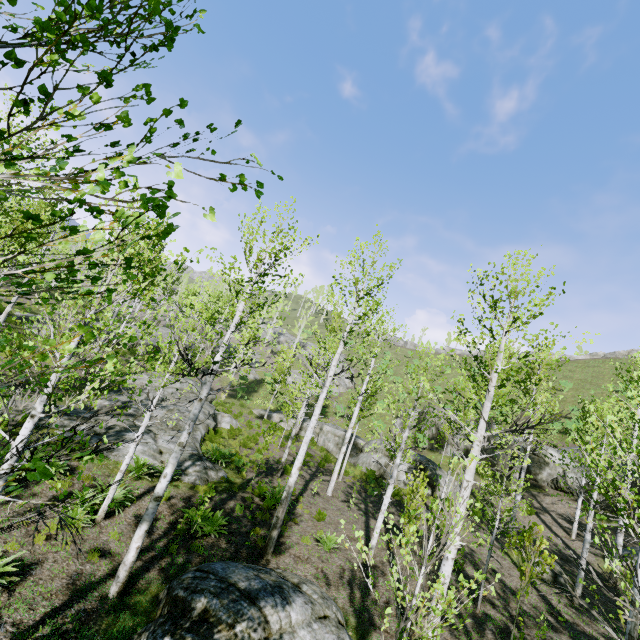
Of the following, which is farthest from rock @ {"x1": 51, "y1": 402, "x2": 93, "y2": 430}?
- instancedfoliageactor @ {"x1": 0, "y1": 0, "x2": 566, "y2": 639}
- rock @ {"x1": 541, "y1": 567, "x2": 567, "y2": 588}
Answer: rock @ {"x1": 541, "y1": 567, "x2": 567, "y2": 588}

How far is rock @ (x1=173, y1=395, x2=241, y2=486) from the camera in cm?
1216

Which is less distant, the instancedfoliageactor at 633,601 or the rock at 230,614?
the instancedfoliageactor at 633,601

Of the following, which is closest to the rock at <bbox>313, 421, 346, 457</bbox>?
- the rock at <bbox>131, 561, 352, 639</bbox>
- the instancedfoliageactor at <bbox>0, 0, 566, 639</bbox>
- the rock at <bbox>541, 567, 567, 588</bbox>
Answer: the instancedfoliageactor at <bbox>0, 0, 566, 639</bbox>

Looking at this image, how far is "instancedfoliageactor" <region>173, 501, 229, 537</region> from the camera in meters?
9.2

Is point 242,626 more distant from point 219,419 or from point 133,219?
point 219,419

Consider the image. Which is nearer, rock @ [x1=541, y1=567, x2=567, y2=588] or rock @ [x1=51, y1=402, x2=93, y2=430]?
rock @ [x1=51, y1=402, x2=93, y2=430]

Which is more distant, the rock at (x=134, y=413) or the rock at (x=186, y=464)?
the rock at (x=134, y=413)
